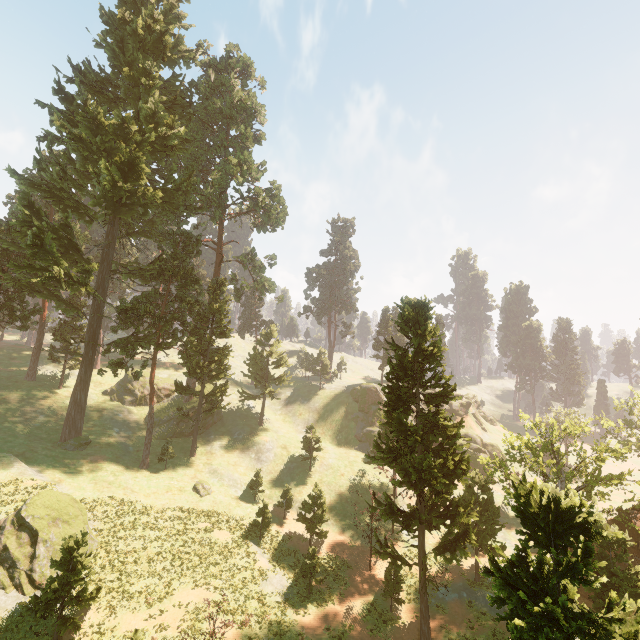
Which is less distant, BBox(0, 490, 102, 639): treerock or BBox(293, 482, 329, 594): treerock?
BBox(0, 490, 102, 639): treerock

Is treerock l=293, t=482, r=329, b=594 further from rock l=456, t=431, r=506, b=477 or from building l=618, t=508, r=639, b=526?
rock l=456, t=431, r=506, b=477

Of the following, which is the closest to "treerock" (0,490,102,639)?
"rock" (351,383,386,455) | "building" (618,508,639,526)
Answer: "building" (618,508,639,526)

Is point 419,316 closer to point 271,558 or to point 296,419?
point 271,558

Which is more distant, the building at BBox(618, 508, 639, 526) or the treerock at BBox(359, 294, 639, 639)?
the building at BBox(618, 508, 639, 526)

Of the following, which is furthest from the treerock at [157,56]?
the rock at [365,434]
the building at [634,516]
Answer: the rock at [365,434]
